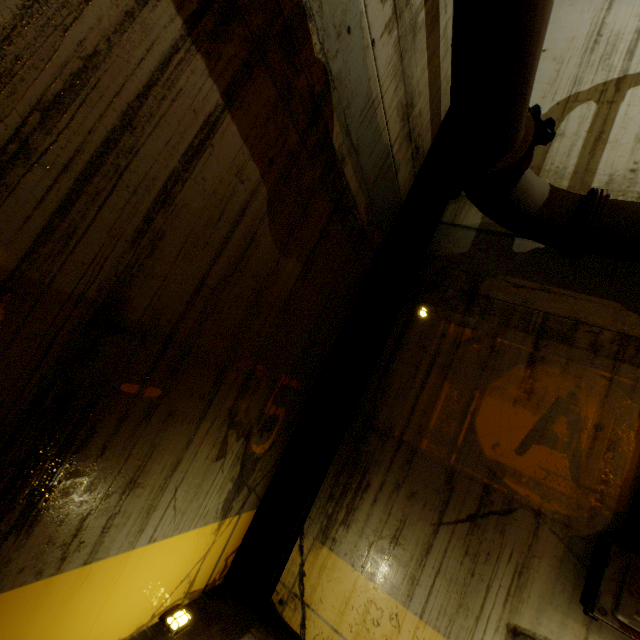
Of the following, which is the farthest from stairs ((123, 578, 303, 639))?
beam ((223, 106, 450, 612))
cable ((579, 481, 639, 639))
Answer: cable ((579, 481, 639, 639))

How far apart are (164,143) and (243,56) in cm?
66

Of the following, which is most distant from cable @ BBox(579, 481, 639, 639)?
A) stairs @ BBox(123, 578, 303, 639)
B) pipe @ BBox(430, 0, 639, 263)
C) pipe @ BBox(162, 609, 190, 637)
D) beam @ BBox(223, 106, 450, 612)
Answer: pipe @ BBox(162, 609, 190, 637)

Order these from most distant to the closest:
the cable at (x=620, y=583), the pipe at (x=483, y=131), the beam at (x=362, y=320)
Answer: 1. the beam at (x=362, y=320)
2. the cable at (x=620, y=583)
3. the pipe at (x=483, y=131)

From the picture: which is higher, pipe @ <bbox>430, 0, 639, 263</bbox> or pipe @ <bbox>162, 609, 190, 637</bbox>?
pipe @ <bbox>430, 0, 639, 263</bbox>

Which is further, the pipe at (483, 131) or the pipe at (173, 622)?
the pipe at (173, 622)

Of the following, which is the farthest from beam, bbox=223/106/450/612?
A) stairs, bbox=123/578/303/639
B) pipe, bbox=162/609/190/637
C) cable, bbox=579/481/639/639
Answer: cable, bbox=579/481/639/639

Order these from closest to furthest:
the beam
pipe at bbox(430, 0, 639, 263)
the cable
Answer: pipe at bbox(430, 0, 639, 263) < the cable < the beam
